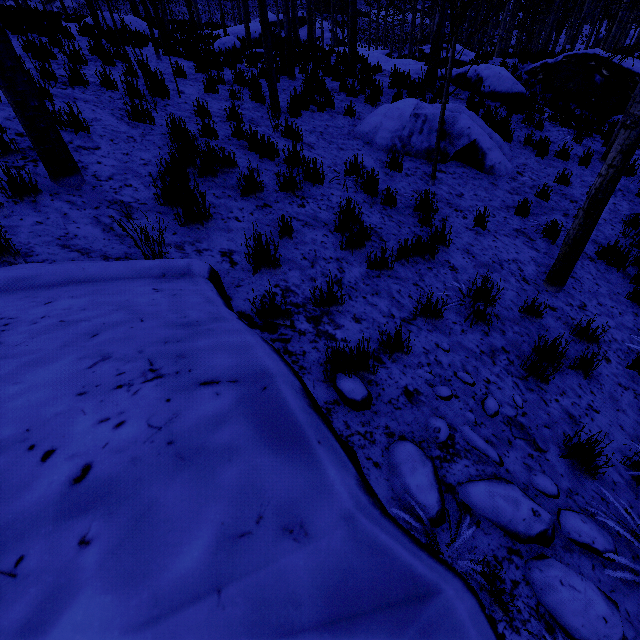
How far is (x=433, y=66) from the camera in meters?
9.7

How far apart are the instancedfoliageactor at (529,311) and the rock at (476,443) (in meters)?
1.98

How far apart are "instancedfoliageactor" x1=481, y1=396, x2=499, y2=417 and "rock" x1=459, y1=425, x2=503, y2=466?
0.24m

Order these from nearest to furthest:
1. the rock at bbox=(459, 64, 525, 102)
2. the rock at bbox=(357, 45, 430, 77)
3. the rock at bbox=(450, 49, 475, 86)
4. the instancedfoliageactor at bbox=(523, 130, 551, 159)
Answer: the instancedfoliageactor at bbox=(523, 130, 551, 159)
the rock at bbox=(459, 64, 525, 102)
the rock at bbox=(450, 49, 475, 86)
the rock at bbox=(357, 45, 430, 77)

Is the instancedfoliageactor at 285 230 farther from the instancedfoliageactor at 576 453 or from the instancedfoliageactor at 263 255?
the instancedfoliageactor at 576 453

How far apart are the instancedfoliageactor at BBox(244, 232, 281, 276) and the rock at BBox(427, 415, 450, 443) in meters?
2.0 m

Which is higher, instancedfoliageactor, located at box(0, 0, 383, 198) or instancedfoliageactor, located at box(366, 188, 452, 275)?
instancedfoliageactor, located at box(0, 0, 383, 198)

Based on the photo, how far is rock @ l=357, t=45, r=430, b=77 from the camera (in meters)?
12.48
